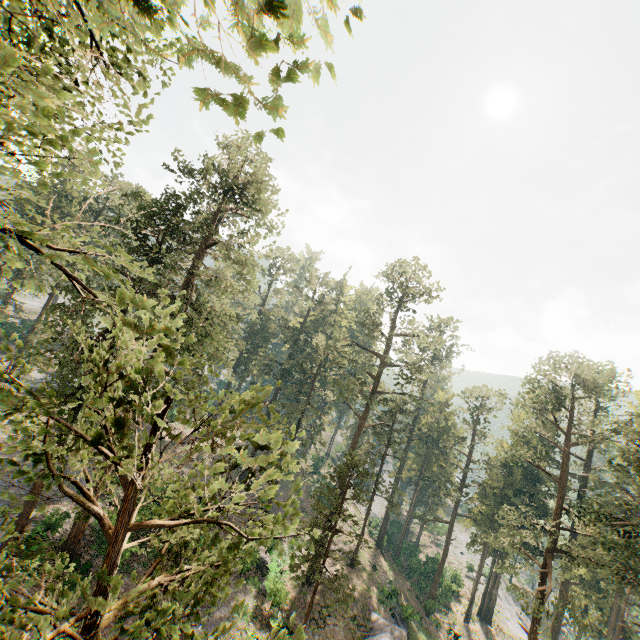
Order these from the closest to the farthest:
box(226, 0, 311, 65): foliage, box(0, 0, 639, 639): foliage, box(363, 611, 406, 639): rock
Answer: box(226, 0, 311, 65): foliage < box(0, 0, 639, 639): foliage < box(363, 611, 406, 639): rock

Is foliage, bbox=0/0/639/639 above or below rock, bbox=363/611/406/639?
above

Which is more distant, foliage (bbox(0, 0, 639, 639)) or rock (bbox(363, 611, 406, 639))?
rock (bbox(363, 611, 406, 639))

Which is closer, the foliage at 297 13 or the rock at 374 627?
the foliage at 297 13

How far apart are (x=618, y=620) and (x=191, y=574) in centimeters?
5367cm

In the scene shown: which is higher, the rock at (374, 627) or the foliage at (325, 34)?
the foliage at (325, 34)
